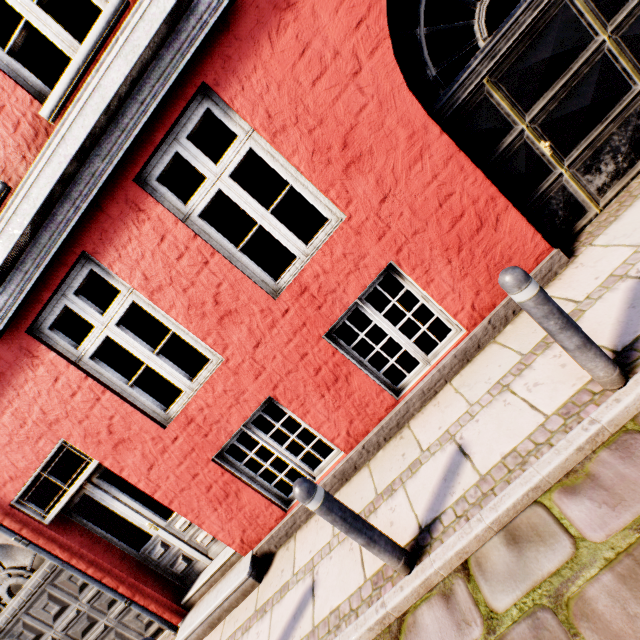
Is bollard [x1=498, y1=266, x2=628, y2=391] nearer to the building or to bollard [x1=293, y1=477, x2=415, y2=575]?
the building

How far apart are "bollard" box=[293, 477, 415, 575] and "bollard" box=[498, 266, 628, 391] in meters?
1.9 m

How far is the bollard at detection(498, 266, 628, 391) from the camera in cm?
194

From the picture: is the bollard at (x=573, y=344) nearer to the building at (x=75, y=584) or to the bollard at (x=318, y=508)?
the building at (x=75, y=584)

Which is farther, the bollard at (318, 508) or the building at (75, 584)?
the building at (75, 584)

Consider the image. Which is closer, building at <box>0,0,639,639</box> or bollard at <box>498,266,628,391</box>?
bollard at <box>498,266,628,391</box>

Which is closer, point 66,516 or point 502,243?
point 502,243

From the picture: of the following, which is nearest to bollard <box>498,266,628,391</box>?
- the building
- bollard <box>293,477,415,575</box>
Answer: the building
